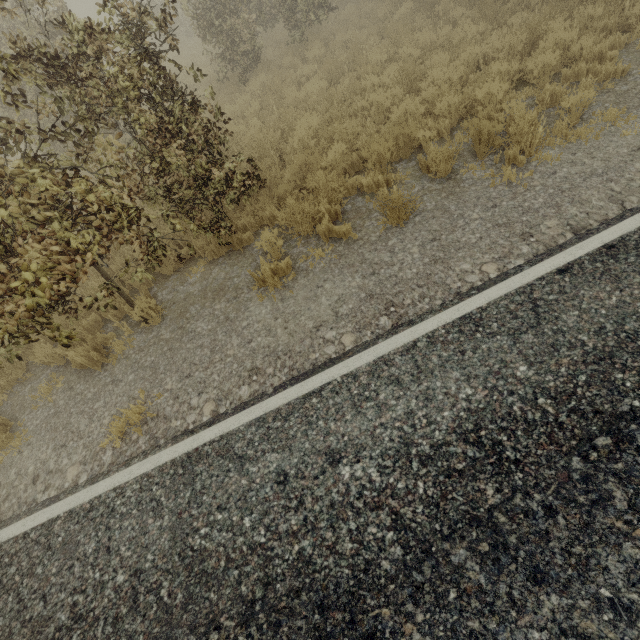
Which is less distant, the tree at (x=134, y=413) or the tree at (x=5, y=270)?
the tree at (x=5, y=270)

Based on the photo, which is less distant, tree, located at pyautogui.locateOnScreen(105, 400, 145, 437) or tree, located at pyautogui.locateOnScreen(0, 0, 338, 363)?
tree, located at pyautogui.locateOnScreen(0, 0, 338, 363)

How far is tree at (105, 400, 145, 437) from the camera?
4.2m

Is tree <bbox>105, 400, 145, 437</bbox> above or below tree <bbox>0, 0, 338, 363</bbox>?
below

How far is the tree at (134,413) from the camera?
4.2m

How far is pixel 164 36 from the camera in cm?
1955
